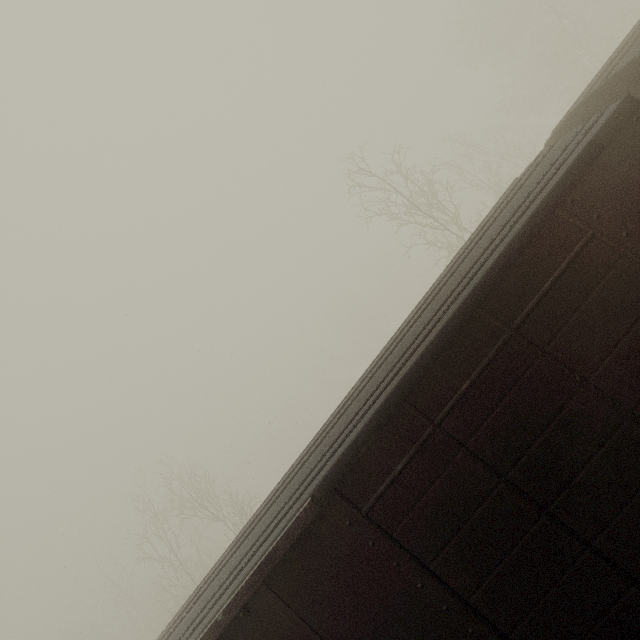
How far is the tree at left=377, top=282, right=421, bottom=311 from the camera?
56.3 meters

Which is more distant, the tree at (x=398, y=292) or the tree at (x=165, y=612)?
the tree at (x=398, y=292)

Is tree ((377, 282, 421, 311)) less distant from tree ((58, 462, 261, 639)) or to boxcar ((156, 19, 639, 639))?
Result: tree ((58, 462, 261, 639))

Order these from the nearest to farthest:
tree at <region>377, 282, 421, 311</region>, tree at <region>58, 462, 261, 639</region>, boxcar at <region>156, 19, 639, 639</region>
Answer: boxcar at <region>156, 19, 639, 639</region> → tree at <region>58, 462, 261, 639</region> → tree at <region>377, 282, 421, 311</region>

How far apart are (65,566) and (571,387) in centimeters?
1786cm

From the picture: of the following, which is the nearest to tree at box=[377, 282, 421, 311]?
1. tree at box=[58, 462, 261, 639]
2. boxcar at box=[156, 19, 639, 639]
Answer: tree at box=[58, 462, 261, 639]

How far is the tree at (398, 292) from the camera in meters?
56.3
